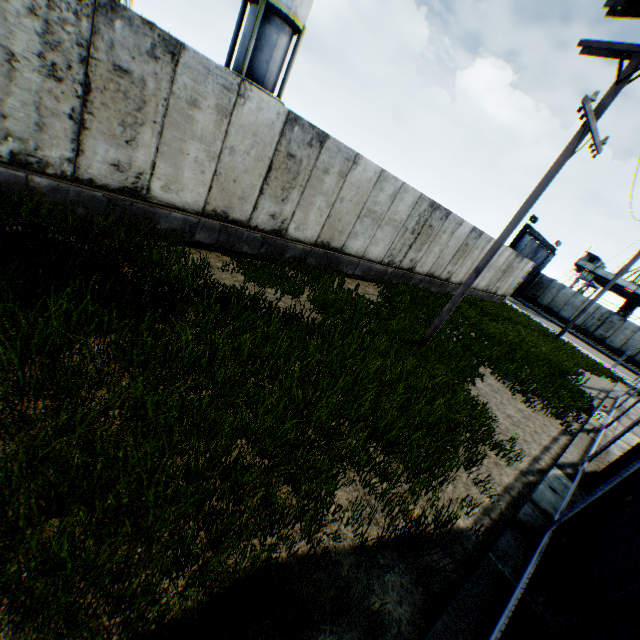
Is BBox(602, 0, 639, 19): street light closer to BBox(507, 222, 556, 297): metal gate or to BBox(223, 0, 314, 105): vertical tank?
BBox(223, 0, 314, 105): vertical tank

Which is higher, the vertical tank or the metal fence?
the vertical tank

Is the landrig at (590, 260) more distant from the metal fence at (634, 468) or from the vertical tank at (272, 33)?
the vertical tank at (272, 33)

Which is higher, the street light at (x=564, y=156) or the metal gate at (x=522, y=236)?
the street light at (x=564, y=156)

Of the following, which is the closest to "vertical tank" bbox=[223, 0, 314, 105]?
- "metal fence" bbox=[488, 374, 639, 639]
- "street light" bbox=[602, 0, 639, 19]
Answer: "street light" bbox=[602, 0, 639, 19]

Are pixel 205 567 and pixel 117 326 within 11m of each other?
yes

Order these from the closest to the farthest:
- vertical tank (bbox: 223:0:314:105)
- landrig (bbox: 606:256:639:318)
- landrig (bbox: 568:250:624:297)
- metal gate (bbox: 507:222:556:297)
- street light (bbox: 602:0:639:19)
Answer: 1. street light (bbox: 602:0:639:19)
2. vertical tank (bbox: 223:0:314:105)
3. metal gate (bbox: 507:222:556:297)
4. landrig (bbox: 606:256:639:318)
5. landrig (bbox: 568:250:624:297)

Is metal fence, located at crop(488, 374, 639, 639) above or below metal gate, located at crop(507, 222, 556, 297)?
below
